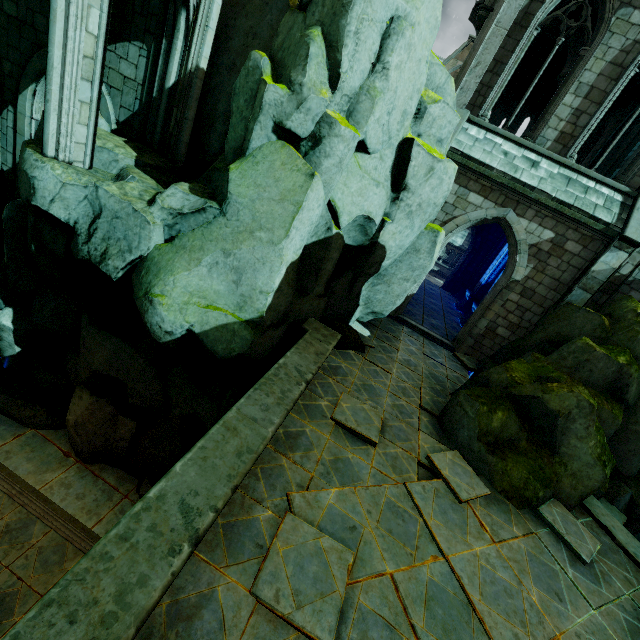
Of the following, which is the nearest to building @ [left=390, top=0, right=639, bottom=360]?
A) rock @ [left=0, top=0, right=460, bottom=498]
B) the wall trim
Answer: rock @ [left=0, top=0, right=460, bottom=498]

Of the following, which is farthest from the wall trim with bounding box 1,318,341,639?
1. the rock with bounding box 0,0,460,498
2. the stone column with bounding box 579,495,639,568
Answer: the stone column with bounding box 579,495,639,568

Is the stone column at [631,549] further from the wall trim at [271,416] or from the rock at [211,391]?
the wall trim at [271,416]

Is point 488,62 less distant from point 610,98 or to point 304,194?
point 610,98

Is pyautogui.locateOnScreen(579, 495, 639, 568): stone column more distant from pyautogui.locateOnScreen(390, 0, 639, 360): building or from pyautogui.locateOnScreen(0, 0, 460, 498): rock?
pyautogui.locateOnScreen(390, 0, 639, 360): building

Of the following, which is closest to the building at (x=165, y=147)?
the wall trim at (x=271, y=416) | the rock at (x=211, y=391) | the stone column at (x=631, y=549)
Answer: the rock at (x=211, y=391)

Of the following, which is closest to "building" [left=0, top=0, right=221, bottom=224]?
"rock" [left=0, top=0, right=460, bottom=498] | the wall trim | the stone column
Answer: "rock" [left=0, top=0, right=460, bottom=498]
